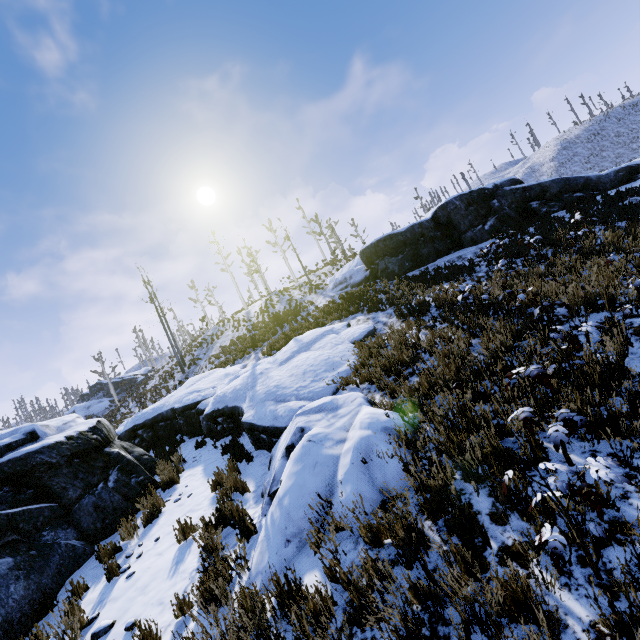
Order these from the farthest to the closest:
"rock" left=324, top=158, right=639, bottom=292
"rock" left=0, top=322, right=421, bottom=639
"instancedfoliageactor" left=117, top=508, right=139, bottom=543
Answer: "rock" left=324, top=158, right=639, bottom=292 → "instancedfoliageactor" left=117, top=508, right=139, bottom=543 → "rock" left=0, top=322, right=421, bottom=639

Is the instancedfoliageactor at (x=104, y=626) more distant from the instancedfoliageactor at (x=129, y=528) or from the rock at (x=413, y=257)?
the rock at (x=413, y=257)

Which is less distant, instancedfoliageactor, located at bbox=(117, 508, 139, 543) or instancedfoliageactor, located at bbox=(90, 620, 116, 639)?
instancedfoliageactor, located at bbox=(90, 620, 116, 639)

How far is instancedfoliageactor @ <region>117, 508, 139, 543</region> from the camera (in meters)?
6.22

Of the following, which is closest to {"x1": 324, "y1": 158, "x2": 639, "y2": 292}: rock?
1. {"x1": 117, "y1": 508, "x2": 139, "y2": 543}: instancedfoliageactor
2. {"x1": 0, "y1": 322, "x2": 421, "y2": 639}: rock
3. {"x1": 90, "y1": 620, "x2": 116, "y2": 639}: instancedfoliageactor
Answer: {"x1": 0, "y1": 322, "x2": 421, "y2": 639}: rock

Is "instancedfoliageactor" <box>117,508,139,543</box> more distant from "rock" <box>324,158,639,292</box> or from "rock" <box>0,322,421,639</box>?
"rock" <box>324,158,639,292</box>

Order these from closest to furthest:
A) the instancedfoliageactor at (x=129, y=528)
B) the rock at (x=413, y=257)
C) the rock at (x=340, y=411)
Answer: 1. the rock at (x=340, y=411)
2. the instancedfoliageactor at (x=129, y=528)
3. the rock at (x=413, y=257)

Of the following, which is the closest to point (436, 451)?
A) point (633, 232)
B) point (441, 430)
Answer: point (441, 430)
